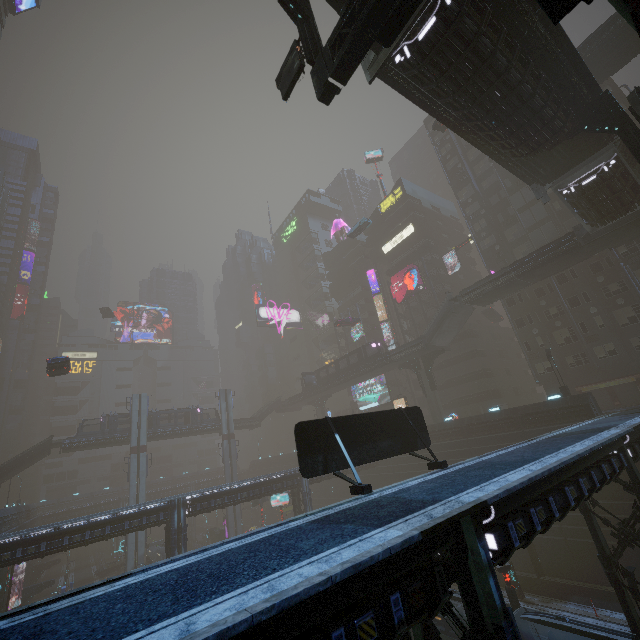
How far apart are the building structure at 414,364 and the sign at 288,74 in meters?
38.5 m

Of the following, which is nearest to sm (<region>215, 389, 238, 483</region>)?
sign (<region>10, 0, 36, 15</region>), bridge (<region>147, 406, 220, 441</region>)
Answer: bridge (<region>147, 406, 220, 441</region>)

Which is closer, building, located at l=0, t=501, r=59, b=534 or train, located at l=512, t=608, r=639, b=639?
train, located at l=512, t=608, r=639, b=639

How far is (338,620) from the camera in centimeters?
575cm

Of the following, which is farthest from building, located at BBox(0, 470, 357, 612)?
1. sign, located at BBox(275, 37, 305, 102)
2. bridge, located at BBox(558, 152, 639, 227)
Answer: bridge, located at BBox(558, 152, 639, 227)

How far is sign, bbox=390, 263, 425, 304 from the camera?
52.4 meters

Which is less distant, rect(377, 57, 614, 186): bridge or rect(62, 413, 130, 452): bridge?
rect(377, 57, 614, 186): bridge

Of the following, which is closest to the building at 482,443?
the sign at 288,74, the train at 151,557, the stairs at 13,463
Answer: the train at 151,557
